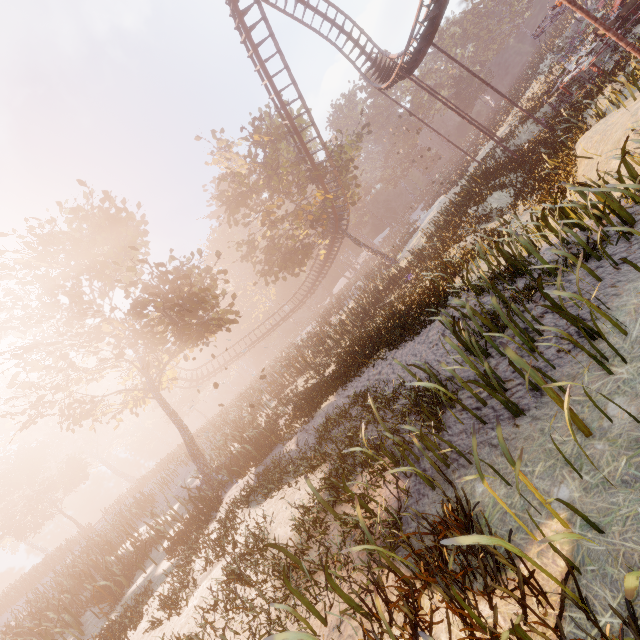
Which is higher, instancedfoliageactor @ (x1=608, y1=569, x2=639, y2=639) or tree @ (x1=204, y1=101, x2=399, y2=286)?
tree @ (x1=204, y1=101, x2=399, y2=286)

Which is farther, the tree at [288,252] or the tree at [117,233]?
the tree at [288,252]

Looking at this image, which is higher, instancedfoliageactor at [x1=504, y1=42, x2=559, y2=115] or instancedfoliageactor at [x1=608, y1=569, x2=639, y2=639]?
instancedfoliageactor at [x1=608, y1=569, x2=639, y2=639]

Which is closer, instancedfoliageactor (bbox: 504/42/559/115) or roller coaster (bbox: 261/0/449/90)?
roller coaster (bbox: 261/0/449/90)

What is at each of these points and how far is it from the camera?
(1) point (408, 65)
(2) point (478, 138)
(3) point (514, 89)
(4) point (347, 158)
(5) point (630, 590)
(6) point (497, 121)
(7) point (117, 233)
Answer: (1) roller coaster, 19.7m
(2) instancedfoliageactor, 47.2m
(3) instancedfoliageactor, 39.0m
(4) tree, 28.6m
(5) instancedfoliageactor, 1.4m
(6) instancedfoliageactor, 39.8m
(7) tree, 17.0m

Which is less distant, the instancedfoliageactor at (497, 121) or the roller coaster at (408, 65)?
the roller coaster at (408, 65)

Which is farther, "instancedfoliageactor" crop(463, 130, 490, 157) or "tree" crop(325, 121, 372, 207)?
"instancedfoliageactor" crop(463, 130, 490, 157)

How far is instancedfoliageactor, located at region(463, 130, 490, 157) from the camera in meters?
35.9
